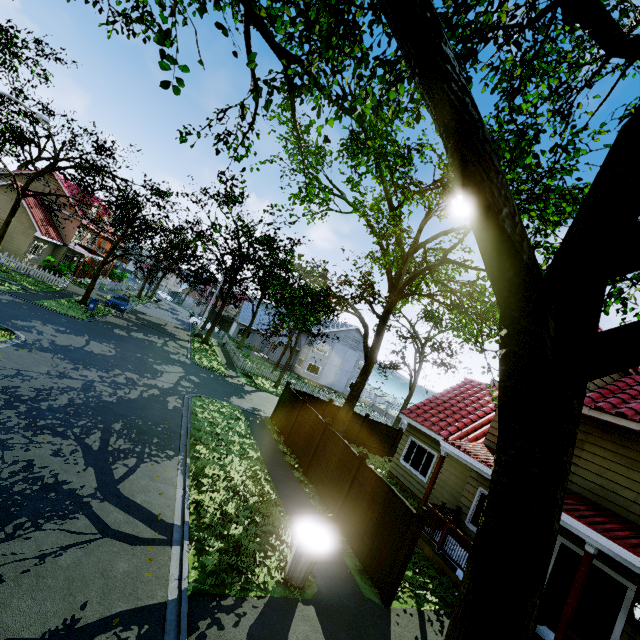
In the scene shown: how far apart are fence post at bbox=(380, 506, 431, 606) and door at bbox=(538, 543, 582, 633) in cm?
474

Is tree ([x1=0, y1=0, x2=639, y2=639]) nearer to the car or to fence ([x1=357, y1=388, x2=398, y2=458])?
fence ([x1=357, y1=388, x2=398, y2=458])

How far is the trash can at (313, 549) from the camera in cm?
655

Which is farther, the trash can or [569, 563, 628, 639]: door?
[569, 563, 628, 639]: door

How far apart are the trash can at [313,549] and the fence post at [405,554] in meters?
1.8

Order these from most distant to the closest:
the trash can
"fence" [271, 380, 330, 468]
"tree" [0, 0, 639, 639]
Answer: "fence" [271, 380, 330, 468], the trash can, "tree" [0, 0, 639, 639]

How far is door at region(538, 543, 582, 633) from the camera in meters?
8.5

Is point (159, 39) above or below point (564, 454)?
above
